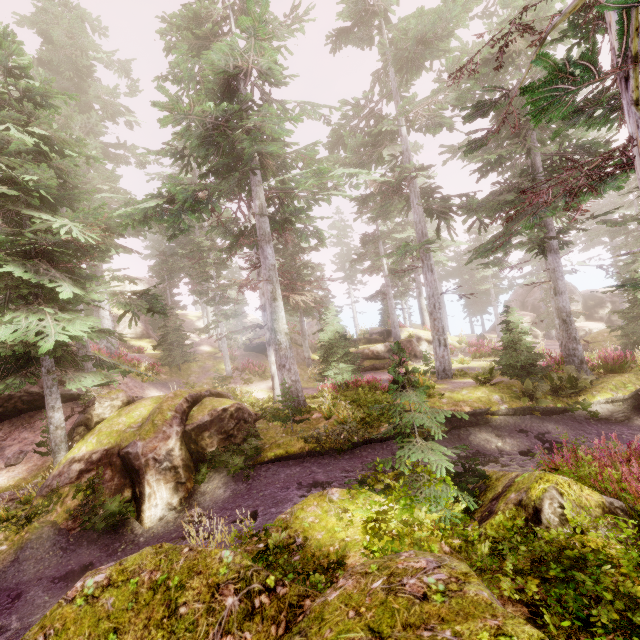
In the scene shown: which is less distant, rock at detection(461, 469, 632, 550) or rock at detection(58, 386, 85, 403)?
rock at detection(461, 469, 632, 550)

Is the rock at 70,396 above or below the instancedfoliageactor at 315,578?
above

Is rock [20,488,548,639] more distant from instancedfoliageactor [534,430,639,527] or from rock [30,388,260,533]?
rock [30,388,260,533]

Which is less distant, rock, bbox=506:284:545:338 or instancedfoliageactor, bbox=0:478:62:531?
instancedfoliageactor, bbox=0:478:62:531

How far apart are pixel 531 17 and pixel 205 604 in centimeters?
2493cm

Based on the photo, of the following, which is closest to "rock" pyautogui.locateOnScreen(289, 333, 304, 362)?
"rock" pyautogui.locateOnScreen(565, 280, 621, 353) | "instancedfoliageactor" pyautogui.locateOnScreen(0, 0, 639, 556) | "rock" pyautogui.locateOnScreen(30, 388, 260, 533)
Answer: "instancedfoliageactor" pyautogui.locateOnScreen(0, 0, 639, 556)

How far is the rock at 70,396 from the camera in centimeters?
1543cm

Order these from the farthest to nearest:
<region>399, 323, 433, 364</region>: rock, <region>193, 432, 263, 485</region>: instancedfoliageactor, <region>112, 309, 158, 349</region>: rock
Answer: <region>112, 309, 158, 349</region>: rock, <region>399, 323, 433, 364</region>: rock, <region>193, 432, 263, 485</region>: instancedfoliageactor
